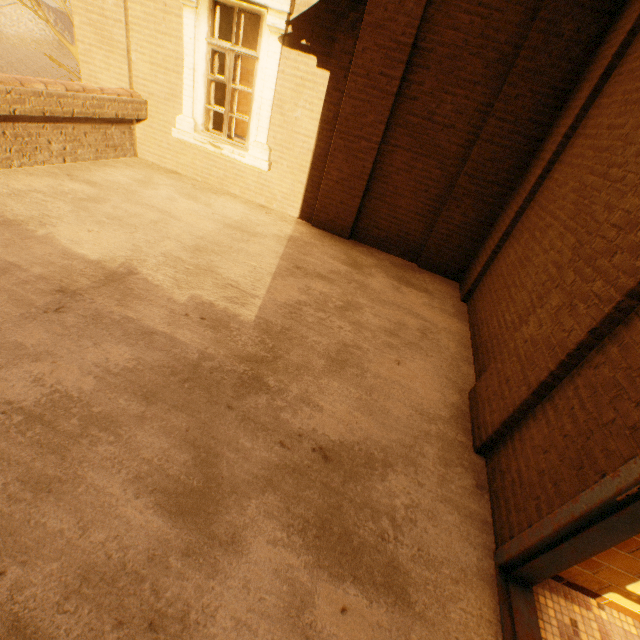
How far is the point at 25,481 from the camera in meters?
1.8 m
